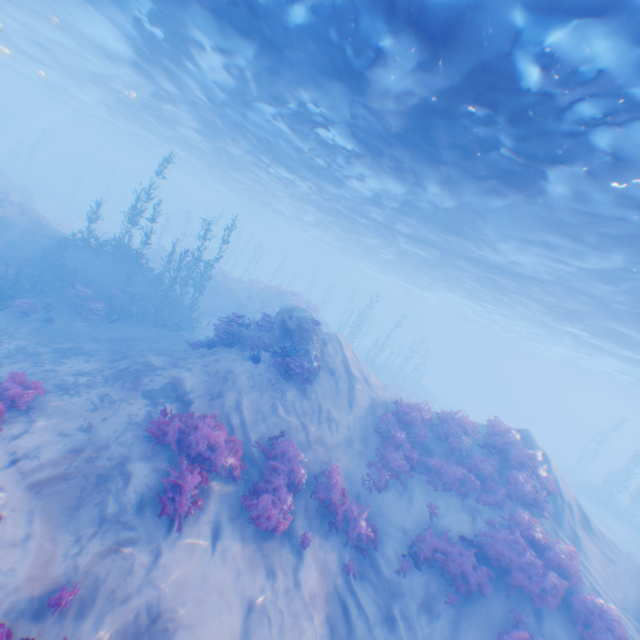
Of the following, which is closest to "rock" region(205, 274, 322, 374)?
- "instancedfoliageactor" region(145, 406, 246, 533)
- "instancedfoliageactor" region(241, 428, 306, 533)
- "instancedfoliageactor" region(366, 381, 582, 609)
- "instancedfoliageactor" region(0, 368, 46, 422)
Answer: "instancedfoliageactor" region(0, 368, 46, 422)

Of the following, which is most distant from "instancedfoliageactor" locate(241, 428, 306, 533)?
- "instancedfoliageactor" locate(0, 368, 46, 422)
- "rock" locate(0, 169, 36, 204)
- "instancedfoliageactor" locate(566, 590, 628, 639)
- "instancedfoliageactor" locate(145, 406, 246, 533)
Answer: "instancedfoliageactor" locate(0, 368, 46, 422)

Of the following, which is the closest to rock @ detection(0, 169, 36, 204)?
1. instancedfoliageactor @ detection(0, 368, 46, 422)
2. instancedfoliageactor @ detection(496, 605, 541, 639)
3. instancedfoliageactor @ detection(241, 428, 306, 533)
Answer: instancedfoliageactor @ detection(0, 368, 46, 422)

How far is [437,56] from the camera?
8.1m

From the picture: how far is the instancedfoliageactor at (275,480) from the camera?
8.1m

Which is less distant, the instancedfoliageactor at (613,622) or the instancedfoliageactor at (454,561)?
the instancedfoliageactor at (613,622)

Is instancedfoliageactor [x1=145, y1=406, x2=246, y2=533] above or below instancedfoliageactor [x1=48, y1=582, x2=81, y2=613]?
above

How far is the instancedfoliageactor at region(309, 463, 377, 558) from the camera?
9.37m
